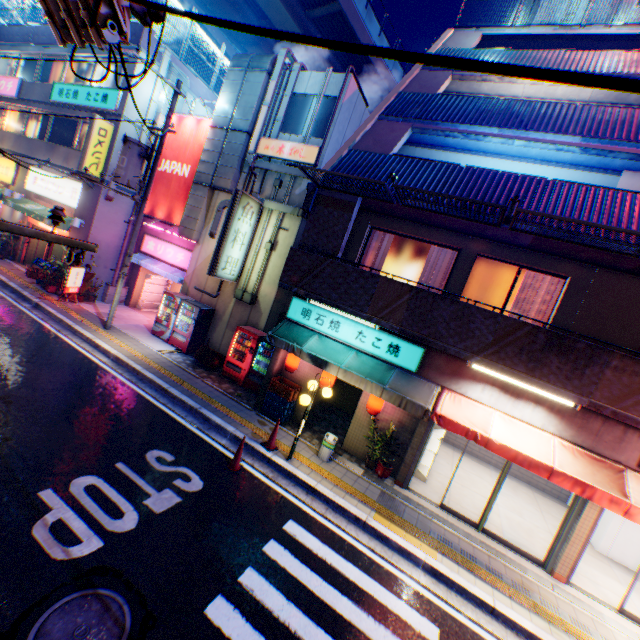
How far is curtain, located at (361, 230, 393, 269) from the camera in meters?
9.9 m

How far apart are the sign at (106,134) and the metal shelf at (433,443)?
17.5m

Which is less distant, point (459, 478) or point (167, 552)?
point (167, 552)

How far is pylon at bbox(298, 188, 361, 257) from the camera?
8.8m

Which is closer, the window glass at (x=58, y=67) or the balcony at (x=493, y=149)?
the balcony at (x=493, y=149)

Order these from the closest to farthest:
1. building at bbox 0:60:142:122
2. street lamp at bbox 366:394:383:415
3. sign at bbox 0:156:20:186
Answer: street lamp at bbox 366:394:383:415 < building at bbox 0:60:142:122 < sign at bbox 0:156:20:186

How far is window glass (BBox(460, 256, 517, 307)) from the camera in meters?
8.6

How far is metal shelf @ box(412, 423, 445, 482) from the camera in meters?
10.0 m
